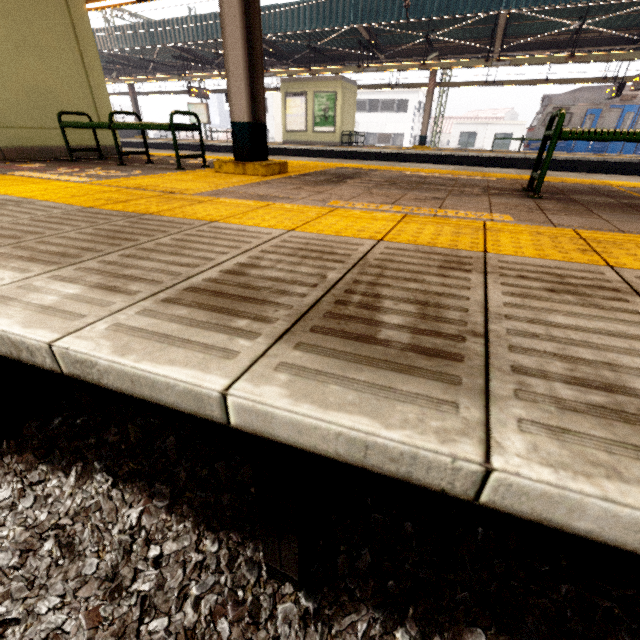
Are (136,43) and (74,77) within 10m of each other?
no

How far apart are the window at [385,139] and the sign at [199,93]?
21.4 meters

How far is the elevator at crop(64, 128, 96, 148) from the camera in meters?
5.7 m

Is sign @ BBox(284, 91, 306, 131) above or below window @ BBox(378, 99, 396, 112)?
below

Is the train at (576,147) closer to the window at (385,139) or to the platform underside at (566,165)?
the platform underside at (566,165)

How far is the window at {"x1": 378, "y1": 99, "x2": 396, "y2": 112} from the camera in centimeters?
3276cm

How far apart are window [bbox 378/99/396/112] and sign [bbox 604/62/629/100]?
22.25m

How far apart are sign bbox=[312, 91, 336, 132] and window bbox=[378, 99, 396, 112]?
21.1 meters
